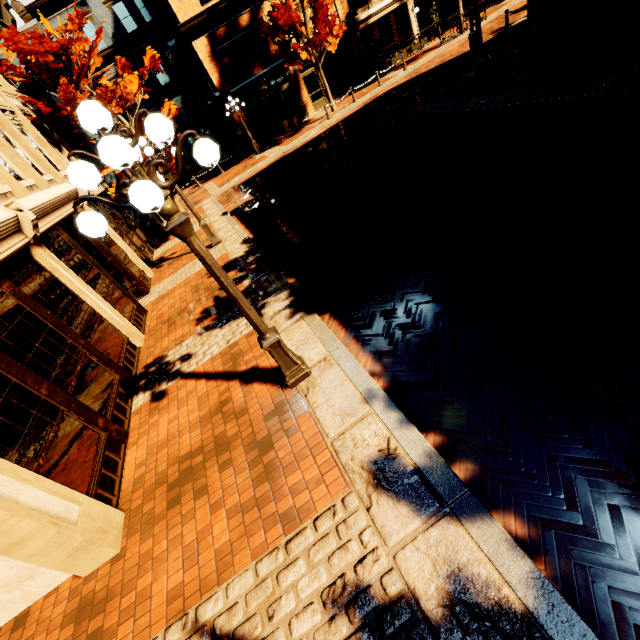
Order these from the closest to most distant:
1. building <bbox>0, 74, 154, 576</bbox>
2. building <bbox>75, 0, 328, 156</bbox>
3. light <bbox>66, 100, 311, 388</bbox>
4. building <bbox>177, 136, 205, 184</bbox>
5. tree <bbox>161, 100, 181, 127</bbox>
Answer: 1. light <bbox>66, 100, 311, 388</bbox>
2. building <bbox>0, 74, 154, 576</bbox>
3. tree <bbox>161, 100, 181, 127</bbox>
4. building <bbox>75, 0, 328, 156</bbox>
5. building <bbox>177, 136, 205, 184</bbox>

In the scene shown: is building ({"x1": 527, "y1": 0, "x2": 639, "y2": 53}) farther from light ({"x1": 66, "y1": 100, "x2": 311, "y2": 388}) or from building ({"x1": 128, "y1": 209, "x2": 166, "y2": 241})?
light ({"x1": 66, "y1": 100, "x2": 311, "y2": 388})

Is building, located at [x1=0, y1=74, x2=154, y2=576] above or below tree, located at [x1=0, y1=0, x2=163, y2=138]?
below

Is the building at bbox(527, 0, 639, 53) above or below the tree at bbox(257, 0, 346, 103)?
below

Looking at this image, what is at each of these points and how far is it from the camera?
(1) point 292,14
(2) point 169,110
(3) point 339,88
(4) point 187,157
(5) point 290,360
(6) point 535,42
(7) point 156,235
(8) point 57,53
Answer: (1) tree, 17.0m
(2) tree, 13.2m
(3) building, 24.7m
(4) building, 32.5m
(5) light, 4.4m
(6) building, 10.7m
(7) building, 16.3m
(8) tree, 11.4m

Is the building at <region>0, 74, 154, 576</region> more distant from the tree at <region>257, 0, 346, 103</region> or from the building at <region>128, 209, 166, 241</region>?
the tree at <region>257, 0, 346, 103</region>

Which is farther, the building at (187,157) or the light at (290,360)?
the building at (187,157)

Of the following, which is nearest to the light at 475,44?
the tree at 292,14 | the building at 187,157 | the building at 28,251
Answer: the tree at 292,14
